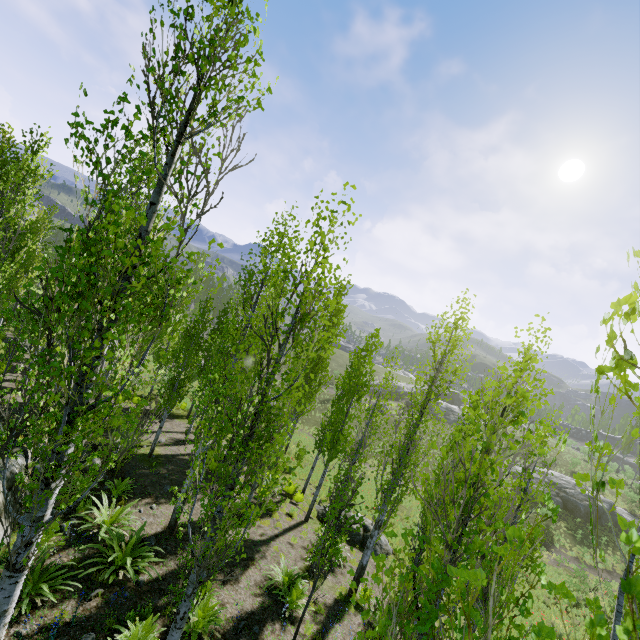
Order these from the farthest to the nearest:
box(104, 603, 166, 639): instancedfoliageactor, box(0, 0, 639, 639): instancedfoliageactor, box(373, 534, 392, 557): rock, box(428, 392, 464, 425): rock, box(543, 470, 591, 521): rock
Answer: box(428, 392, 464, 425): rock → box(543, 470, 591, 521): rock → box(373, 534, 392, 557): rock → box(104, 603, 166, 639): instancedfoliageactor → box(0, 0, 639, 639): instancedfoliageactor

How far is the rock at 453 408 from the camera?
49.4m

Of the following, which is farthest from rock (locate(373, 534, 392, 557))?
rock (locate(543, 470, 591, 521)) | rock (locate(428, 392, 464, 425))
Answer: rock (locate(428, 392, 464, 425))

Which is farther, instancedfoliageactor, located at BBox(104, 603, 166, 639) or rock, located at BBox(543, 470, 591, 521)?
rock, located at BBox(543, 470, 591, 521)

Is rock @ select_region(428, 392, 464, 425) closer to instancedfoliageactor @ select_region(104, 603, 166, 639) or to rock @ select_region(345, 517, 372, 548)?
instancedfoliageactor @ select_region(104, 603, 166, 639)

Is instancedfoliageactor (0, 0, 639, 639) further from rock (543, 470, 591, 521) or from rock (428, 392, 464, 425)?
rock (428, 392, 464, 425)

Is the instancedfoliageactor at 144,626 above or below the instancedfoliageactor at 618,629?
below

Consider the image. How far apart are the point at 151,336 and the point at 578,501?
44.1m
